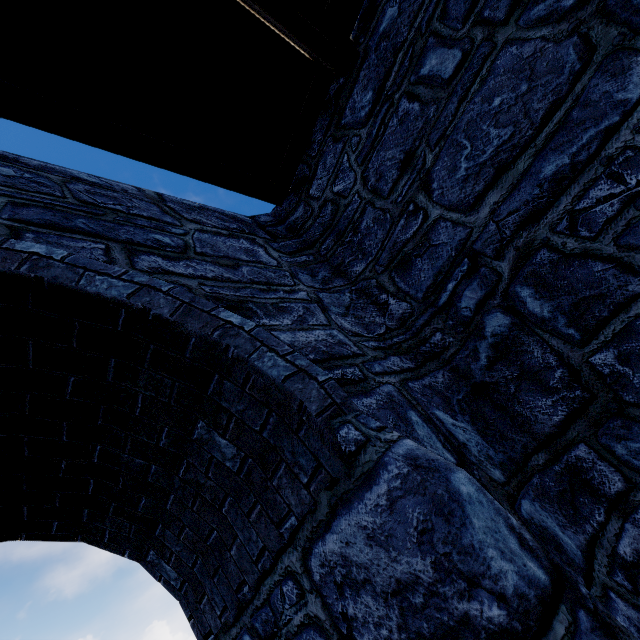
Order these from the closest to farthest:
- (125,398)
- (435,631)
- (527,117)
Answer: (435,631)
(125,398)
(527,117)
